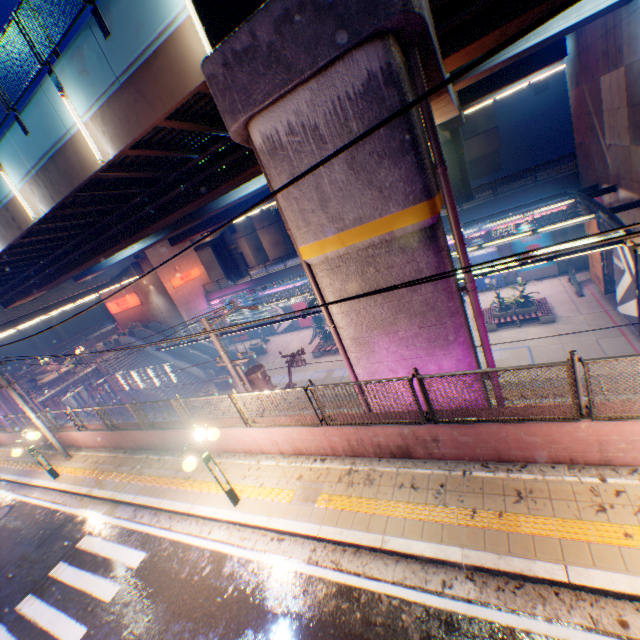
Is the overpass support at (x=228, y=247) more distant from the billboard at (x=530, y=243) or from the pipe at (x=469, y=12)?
the billboard at (x=530, y=243)

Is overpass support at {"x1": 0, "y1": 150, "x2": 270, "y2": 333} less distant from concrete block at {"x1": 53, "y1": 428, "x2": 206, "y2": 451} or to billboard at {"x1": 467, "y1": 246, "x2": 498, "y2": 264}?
concrete block at {"x1": 53, "y1": 428, "x2": 206, "y2": 451}

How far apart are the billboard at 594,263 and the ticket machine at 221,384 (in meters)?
27.36

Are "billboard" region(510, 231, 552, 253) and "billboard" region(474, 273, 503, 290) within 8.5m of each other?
yes

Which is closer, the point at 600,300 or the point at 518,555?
the point at 518,555

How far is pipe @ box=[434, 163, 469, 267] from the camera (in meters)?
6.61

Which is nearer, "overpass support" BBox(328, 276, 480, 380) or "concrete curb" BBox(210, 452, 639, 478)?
"concrete curb" BBox(210, 452, 639, 478)

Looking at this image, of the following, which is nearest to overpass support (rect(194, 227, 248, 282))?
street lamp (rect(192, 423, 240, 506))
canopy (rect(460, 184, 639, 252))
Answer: street lamp (rect(192, 423, 240, 506))
